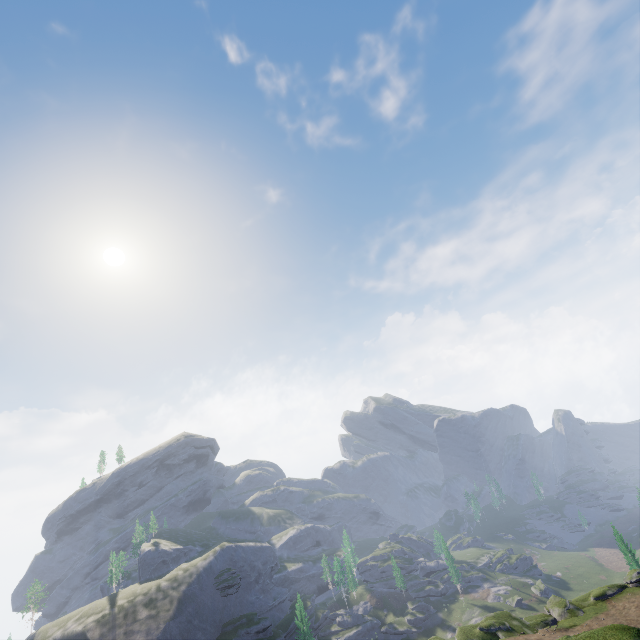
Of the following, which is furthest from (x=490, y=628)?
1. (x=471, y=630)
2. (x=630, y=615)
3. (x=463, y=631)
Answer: (x=630, y=615)
